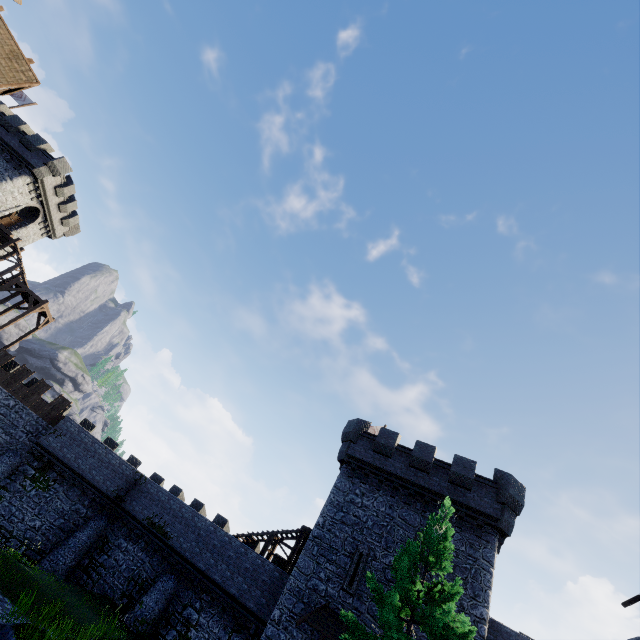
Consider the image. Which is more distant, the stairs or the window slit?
the stairs

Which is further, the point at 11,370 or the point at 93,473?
the point at 11,370

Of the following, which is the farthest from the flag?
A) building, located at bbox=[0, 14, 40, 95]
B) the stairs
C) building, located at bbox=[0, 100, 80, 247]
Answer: building, located at bbox=[0, 14, 40, 95]

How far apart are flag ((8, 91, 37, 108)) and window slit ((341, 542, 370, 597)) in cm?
5114

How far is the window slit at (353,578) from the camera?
17.34m

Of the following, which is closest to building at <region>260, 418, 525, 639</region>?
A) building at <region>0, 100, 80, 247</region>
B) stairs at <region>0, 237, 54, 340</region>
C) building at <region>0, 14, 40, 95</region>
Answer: building at <region>0, 14, 40, 95</region>

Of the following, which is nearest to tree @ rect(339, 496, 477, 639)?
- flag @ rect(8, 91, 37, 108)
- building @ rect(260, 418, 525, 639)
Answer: building @ rect(260, 418, 525, 639)

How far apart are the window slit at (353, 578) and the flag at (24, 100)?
51.1 meters
